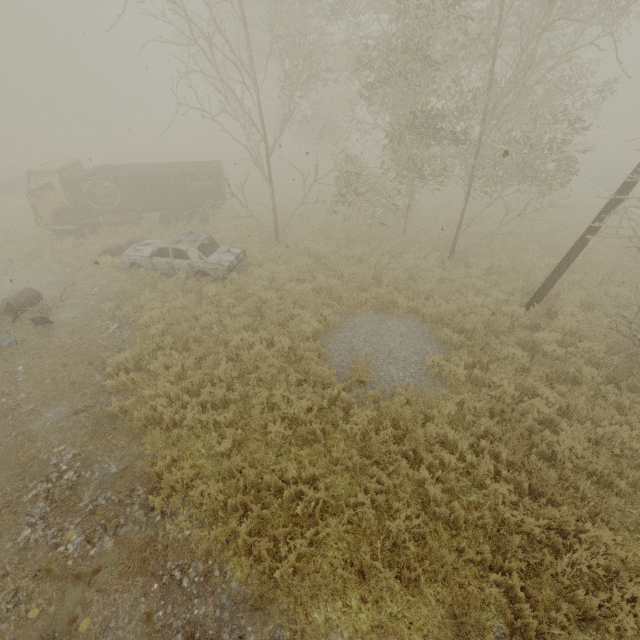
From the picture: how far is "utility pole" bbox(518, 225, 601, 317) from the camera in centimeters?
830cm

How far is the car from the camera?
11.1m

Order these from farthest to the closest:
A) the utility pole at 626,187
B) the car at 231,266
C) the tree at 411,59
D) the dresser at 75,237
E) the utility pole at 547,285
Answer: the dresser at 75,237, the car at 231,266, the tree at 411,59, the utility pole at 547,285, the utility pole at 626,187

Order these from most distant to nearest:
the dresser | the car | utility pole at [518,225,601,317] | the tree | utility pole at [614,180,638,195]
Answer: the dresser
the car
the tree
utility pole at [518,225,601,317]
utility pole at [614,180,638,195]

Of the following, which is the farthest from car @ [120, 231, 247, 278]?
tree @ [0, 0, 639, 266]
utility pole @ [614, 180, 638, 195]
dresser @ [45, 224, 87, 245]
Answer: utility pole @ [614, 180, 638, 195]

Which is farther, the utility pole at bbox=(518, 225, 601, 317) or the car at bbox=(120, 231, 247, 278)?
the car at bbox=(120, 231, 247, 278)

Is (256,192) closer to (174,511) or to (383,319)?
(383,319)

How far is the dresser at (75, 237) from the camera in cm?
1356
